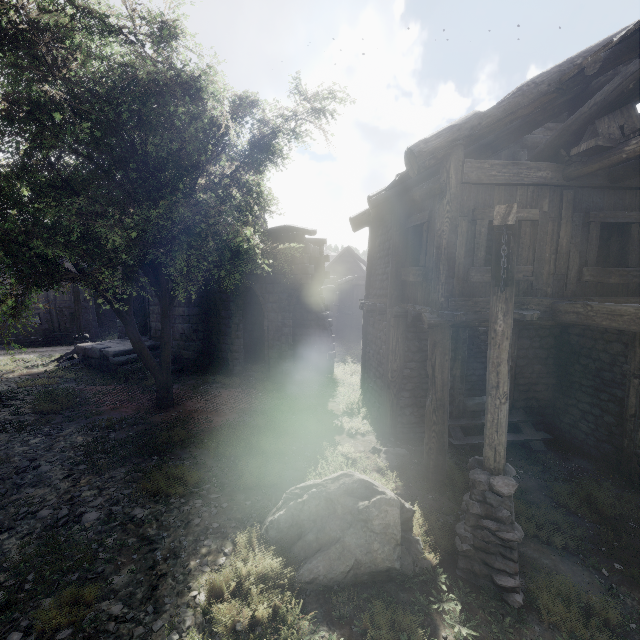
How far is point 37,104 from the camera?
8.46m

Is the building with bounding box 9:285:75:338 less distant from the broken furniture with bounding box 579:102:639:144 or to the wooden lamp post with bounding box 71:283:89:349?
the broken furniture with bounding box 579:102:639:144

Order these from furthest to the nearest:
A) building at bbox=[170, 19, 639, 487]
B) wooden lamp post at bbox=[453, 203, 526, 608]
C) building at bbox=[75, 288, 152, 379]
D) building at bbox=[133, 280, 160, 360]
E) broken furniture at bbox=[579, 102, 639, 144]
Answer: building at bbox=[133, 280, 160, 360] → building at bbox=[75, 288, 152, 379] → building at bbox=[170, 19, 639, 487] → broken furniture at bbox=[579, 102, 639, 144] → wooden lamp post at bbox=[453, 203, 526, 608]

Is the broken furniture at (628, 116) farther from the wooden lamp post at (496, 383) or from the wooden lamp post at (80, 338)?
the wooden lamp post at (80, 338)

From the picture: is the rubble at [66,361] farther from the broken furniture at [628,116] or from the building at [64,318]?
the broken furniture at [628,116]

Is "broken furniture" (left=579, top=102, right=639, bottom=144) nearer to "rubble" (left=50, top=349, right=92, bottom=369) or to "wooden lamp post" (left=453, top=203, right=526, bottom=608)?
"wooden lamp post" (left=453, top=203, right=526, bottom=608)

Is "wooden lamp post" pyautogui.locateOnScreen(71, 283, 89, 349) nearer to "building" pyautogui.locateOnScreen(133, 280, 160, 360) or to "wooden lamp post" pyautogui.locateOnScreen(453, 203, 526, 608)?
"building" pyautogui.locateOnScreen(133, 280, 160, 360)

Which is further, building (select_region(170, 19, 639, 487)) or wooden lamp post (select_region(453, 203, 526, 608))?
building (select_region(170, 19, 639, 487))
